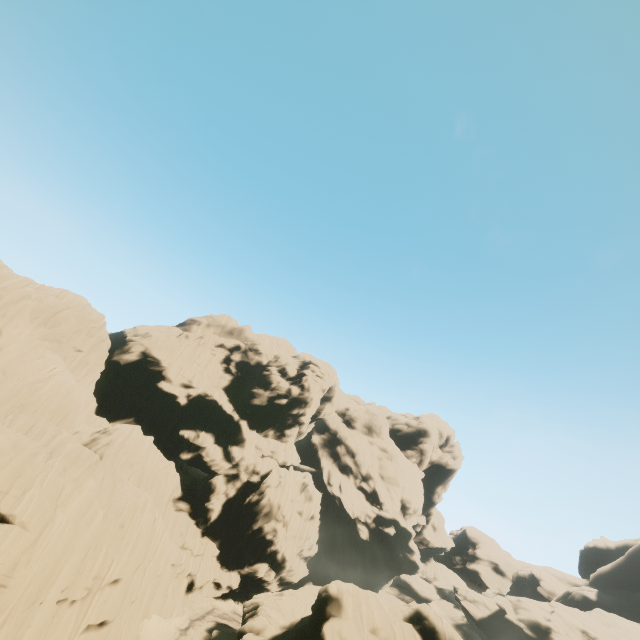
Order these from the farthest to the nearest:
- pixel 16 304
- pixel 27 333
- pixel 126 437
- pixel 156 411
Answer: pixel 156 411 < pixel 126 437 < pixel 27 333 < pixel 16 304

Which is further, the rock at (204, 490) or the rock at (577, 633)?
the rock at (577, 633)

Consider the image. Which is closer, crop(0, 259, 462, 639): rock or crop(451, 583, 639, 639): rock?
crop(0, 259, 462, 639): rock
